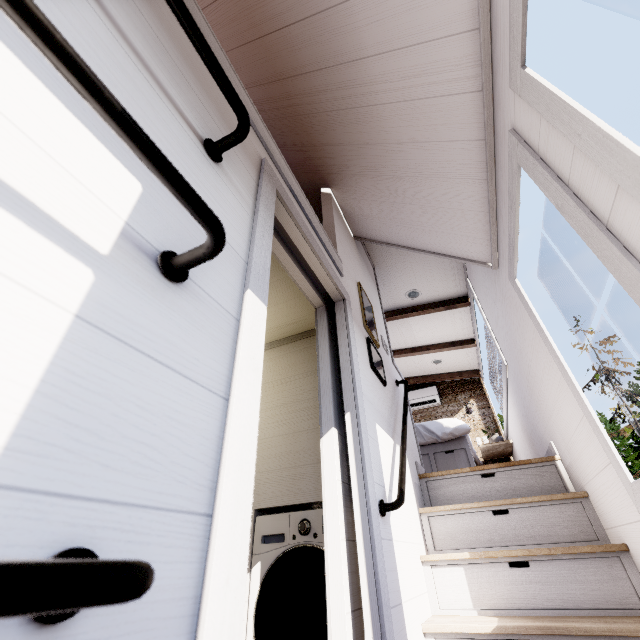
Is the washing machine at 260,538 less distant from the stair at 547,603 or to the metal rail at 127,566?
the stair at 547,603

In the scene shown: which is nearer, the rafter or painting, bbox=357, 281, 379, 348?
painting, bbox=357, 281, 379, 348

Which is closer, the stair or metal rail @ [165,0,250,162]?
metal rail @ [165,0,250,162]

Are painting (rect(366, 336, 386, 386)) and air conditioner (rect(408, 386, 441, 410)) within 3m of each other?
no

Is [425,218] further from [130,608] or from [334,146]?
[130,608]

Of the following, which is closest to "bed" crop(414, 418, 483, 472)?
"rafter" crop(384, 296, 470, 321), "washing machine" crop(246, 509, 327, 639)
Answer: "rafter" crop(384, 296, 470, 321)

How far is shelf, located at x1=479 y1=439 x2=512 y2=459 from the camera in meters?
4.6 m

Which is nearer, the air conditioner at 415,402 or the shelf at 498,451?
the shelf at 498,451
